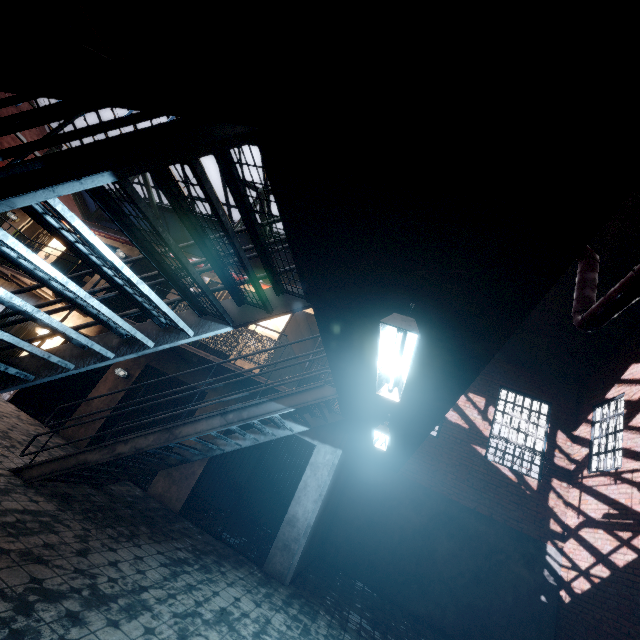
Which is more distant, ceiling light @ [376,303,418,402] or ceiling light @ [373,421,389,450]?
ceiling light @ [373,421,389,450]

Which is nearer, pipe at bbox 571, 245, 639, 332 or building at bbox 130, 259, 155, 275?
pipe at bbox 571, 245, 639, 332

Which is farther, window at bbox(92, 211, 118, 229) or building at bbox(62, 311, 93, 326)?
window at bbox(92, 211, 118, 229)

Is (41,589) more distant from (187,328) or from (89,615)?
(187,328)

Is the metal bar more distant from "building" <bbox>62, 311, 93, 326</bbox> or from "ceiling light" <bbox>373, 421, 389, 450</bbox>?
"ceiling light" <bbox>373, 421, 389, 450</bbox>

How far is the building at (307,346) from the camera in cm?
967

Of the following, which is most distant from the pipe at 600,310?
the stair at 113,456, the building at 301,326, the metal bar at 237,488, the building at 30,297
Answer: the metal bar at 237,488

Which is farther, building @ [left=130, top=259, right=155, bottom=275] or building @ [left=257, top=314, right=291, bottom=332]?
building @ [left=130, top=259, right=155, bottom=275]
